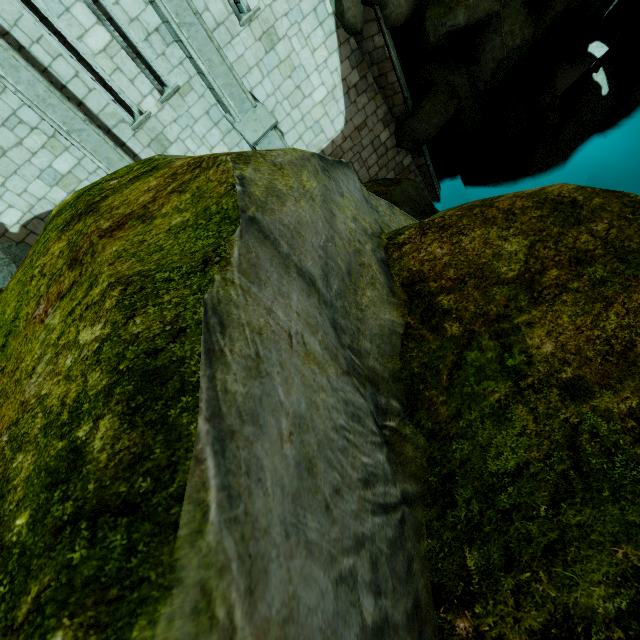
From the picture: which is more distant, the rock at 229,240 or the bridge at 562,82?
the bridge at 562,82

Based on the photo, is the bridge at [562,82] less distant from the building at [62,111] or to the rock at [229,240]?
the rock at [229,240]

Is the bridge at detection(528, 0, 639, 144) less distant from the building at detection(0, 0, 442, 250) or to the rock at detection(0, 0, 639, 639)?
the rock at detection(0, 0, 639, 639)

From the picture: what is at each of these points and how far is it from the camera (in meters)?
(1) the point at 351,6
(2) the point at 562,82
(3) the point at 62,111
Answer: (1) rock, 7.96
(2) bridge, 9.41
(3) building, 6.27

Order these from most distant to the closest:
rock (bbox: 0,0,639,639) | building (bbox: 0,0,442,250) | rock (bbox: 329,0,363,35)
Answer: rock (bbox: 329,0,363,35), building (bbox: 0,0,442,250), rock (bbox: 0,0,639,639)
